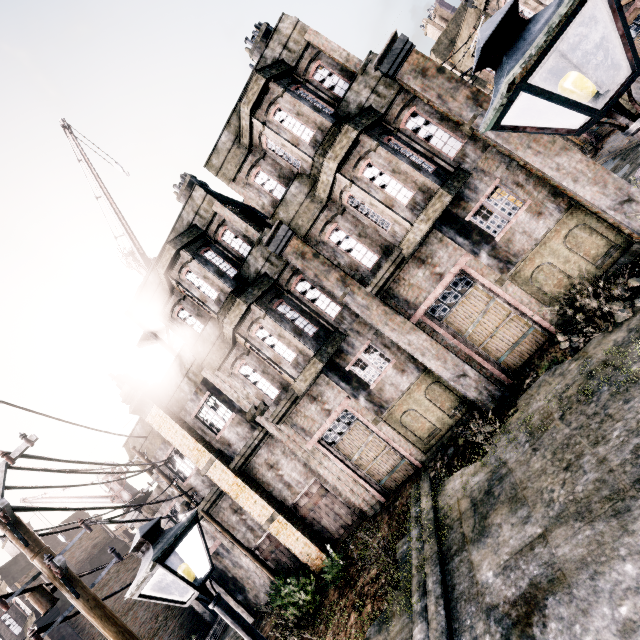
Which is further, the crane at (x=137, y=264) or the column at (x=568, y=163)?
the crane at (x=137, y=264)

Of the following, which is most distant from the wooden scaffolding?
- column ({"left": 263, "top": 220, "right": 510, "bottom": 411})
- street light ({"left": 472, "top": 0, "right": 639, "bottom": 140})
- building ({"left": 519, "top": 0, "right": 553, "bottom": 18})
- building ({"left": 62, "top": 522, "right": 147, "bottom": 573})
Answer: building ({"left": 519, "top": 0, "right": 553, "bottom": 18})

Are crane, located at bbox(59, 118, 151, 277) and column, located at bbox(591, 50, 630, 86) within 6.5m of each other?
no

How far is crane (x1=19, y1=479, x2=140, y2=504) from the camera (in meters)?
18.48

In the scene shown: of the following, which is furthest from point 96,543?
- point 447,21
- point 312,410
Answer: point 447,21

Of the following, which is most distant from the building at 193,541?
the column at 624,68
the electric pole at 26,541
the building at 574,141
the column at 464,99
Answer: the building at 574,141

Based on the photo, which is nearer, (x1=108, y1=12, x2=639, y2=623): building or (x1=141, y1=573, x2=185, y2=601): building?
(x1=108, y1=12, x2=639, y2=623): building

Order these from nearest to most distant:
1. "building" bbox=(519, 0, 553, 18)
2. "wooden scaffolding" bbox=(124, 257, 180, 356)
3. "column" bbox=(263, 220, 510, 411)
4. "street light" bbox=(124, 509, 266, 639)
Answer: "street light" bbox=(124, 509, 266, 639)
"column" bbox=(263, 220, 510, 411)
"building" bbox=(519, 0, 553, 18)
"wooden scaffolding" bbox=(124, 257, 180, 356)
